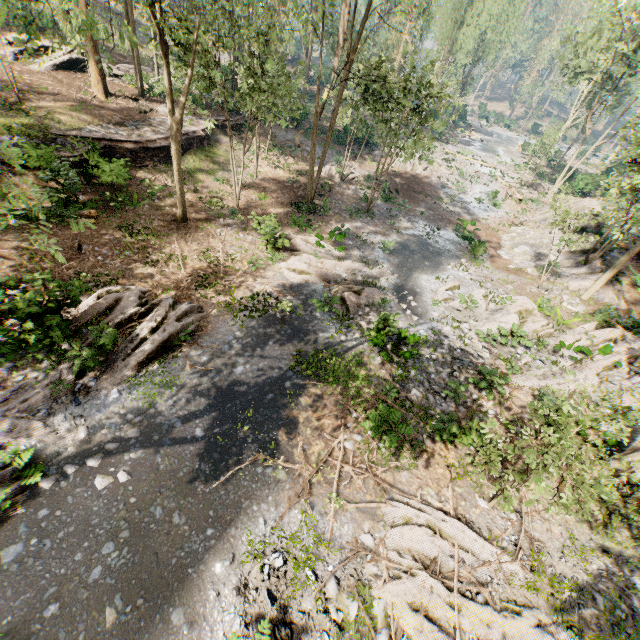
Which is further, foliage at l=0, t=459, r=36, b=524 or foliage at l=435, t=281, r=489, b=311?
foliage at l=435, t=281, r=489, b=311

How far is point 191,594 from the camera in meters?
7.2 m

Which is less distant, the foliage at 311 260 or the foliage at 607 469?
the foliage at 607 469

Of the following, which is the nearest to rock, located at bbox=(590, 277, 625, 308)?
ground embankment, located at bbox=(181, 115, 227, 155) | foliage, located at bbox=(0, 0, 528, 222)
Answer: foliage, located at bbox=(0, 0, 528, 222)

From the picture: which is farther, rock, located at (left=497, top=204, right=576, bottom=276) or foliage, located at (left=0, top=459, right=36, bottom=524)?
rock, located at (left=497, top=204, right=576, bottom=276)

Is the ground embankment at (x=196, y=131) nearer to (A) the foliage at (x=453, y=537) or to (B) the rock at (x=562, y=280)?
(A) the foliage at (x=453, y=537)
